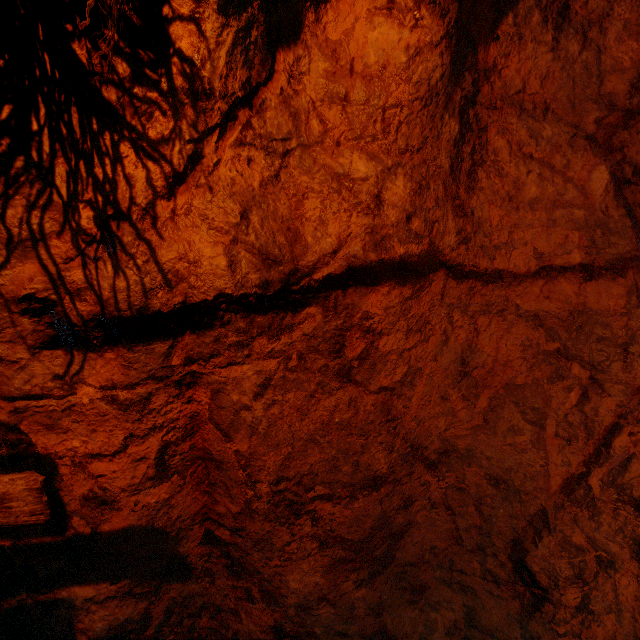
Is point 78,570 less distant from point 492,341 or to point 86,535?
point 86,535
